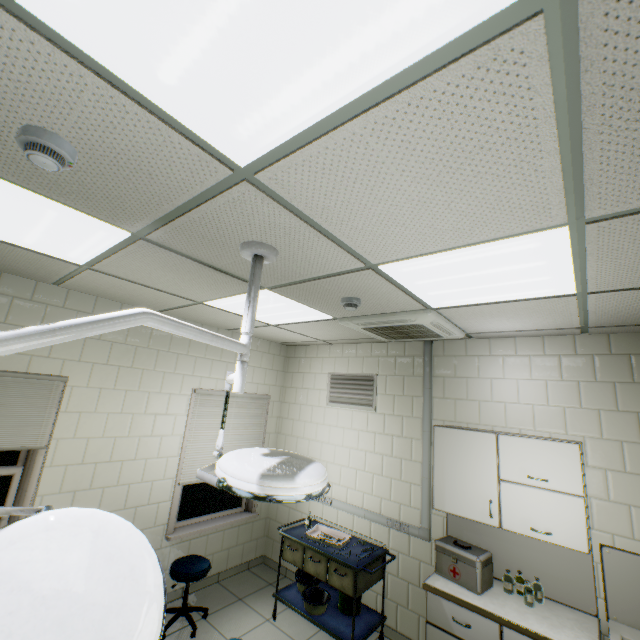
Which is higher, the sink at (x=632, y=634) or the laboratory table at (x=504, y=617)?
the sink at (x=632, y=634)

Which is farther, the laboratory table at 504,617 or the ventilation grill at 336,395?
the ventilation grill at 336,395

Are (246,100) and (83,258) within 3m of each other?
yes

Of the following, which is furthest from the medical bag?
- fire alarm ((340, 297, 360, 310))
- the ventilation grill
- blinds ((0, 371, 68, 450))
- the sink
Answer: blinds ((0, 371, 68, 450))

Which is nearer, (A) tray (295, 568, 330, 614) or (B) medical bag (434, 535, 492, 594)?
(B) medical bag (434, 535, 492, 594)

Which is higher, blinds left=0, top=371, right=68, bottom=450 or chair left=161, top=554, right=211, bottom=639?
blinds left=0, top=371, right=68, bottom=450

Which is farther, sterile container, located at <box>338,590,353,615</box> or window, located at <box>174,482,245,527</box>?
window, located at <box>174,482,245,527</box>

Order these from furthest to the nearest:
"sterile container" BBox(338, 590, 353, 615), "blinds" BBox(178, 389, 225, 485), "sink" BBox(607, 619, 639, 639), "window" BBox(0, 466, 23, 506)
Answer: "blinds" BBox(178, 389, 225, 485)
"sterile container" BBox(338, 590, 353, 615)
"window" BBox(0, 466, 23, 506)
"sink" BBox(607, 619, 639, 639)
